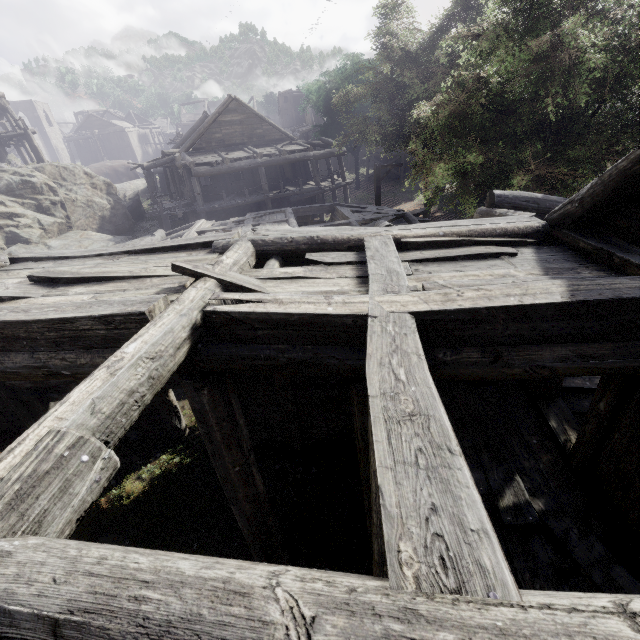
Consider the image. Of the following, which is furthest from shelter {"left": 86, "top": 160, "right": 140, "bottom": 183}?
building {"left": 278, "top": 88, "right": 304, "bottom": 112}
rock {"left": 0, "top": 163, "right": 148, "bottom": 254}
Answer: building {"left": 278, "top": 88, "right": 304, "bottom": 112}

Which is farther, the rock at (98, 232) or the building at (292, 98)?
the building at (292, 98)

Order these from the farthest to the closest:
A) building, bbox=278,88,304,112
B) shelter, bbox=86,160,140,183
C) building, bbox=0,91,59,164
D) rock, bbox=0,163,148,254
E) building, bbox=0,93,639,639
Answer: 1. building, bbox=278,88,304,112
2. shelter, bbox=86,160,140,183
3. building, bbox=0,91,59,164
4. rock, bbox=0,163,148,254
5. building, bbox=0,93,639,639

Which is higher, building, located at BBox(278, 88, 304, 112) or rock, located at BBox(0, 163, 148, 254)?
building, located at BBox(278, 88, 304, 112)

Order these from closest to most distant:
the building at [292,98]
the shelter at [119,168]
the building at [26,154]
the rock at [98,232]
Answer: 1. the rock at [98,232]
2. the building at [26,154]
3. the shelter at [119,168]
4. the building at [292,98]

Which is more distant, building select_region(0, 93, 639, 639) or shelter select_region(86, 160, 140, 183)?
shelter select_region(86, 160, 140, 183)

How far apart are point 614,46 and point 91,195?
28.48m

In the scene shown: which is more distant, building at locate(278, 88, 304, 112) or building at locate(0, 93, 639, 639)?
building at locate(278, 88, 304, 112)
